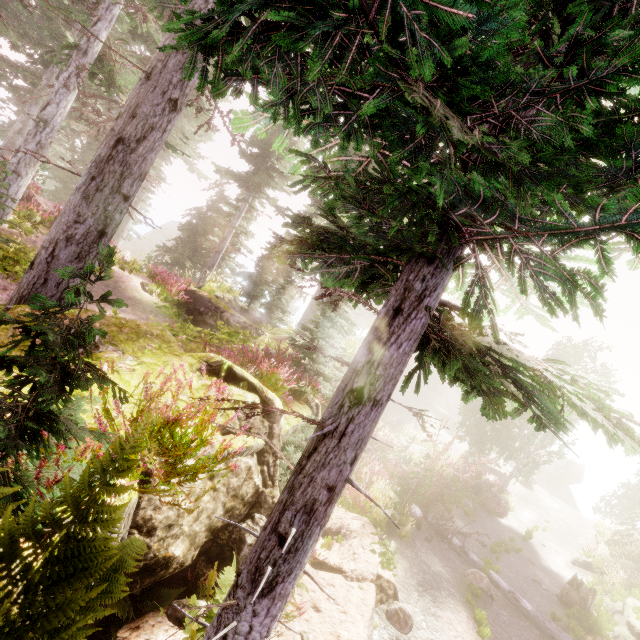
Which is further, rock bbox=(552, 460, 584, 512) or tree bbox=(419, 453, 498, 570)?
rock bbox=(552, 460, 584, 512)

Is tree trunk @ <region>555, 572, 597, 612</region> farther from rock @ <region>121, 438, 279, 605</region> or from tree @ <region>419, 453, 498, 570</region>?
rock @ <region>121, 438, 279, 605</region>

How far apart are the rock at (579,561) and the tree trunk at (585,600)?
5.5m

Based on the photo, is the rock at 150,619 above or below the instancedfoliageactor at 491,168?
below

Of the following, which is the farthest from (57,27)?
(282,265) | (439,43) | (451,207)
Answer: (439,43)

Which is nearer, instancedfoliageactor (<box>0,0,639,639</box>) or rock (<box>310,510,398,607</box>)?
instancedfoliageactor (<box>0,0,639,639</box>)

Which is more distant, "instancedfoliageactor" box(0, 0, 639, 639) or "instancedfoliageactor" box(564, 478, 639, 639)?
"instancedfoliageactor" box(564, 478, 639, 639)

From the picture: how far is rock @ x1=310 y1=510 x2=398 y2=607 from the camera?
8.2m
